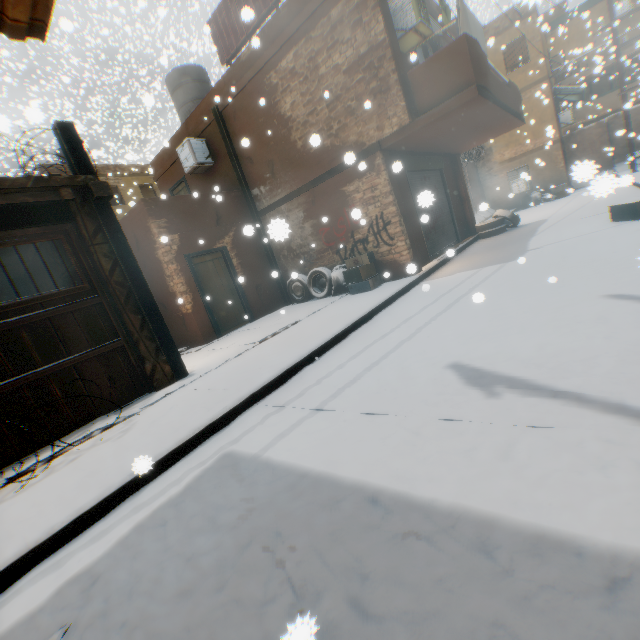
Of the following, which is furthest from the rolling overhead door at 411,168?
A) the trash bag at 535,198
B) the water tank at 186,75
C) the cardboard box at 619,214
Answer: the trash bag at 535,198

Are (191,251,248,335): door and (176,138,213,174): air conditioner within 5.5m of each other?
yes

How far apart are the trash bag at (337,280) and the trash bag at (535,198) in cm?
1582

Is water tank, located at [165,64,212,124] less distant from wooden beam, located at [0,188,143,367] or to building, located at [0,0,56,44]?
building, located at [0,0,56,44]

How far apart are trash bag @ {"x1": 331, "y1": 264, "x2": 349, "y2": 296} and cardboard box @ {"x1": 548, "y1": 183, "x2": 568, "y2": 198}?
15.95m

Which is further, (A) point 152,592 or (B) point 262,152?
(B) point 262,152

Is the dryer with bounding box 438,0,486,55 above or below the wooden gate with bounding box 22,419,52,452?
above

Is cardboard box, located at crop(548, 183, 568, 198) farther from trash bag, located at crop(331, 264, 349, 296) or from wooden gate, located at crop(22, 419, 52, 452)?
wooden gate, located at crop(22, 419, 52, 452)
